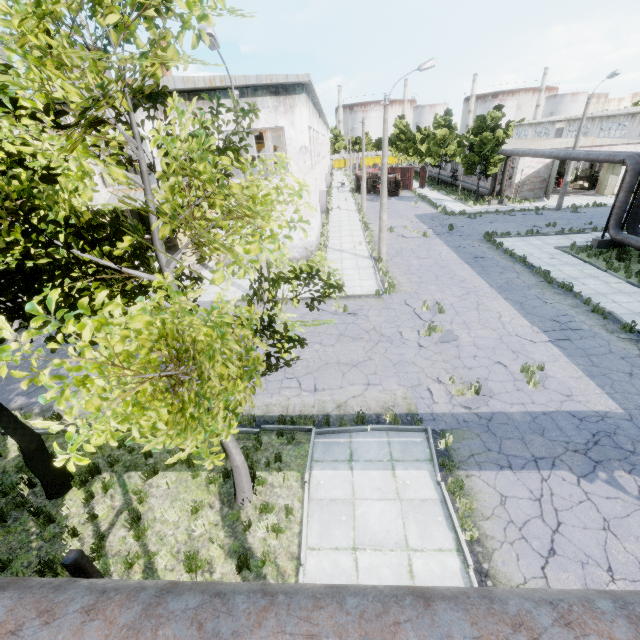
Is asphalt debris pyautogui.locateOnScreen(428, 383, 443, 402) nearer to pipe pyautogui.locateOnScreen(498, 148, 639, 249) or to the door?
pipe pyautogui.locateOnScreen(498, 148, 639, 249)

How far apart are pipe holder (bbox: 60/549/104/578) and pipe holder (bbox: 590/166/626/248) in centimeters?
2637cm

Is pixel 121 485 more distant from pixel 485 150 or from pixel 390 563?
pixel 485 150

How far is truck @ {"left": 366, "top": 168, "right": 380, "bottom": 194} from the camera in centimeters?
4500cm

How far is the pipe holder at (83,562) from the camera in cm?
171

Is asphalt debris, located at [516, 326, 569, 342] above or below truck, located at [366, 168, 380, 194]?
below

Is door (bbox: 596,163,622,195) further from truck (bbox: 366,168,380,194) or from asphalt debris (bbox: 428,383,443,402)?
asphalt debris (bbox: 428,383,443,402)

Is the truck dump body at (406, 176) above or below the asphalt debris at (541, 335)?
above
